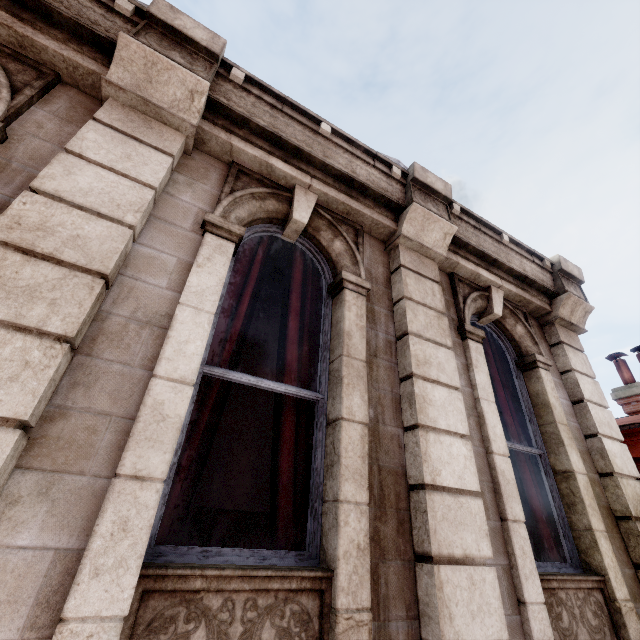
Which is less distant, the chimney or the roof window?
the roof window

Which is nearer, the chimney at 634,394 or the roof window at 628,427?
the roof window at 628,427

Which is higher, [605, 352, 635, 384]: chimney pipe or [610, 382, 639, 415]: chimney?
[605, 352, 635, 384]: chimney pipe

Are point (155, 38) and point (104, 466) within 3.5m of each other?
yes

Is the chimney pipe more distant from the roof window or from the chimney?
the roof window

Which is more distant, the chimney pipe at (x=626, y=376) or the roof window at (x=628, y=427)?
the chimney pipe at (x=626, y=376)

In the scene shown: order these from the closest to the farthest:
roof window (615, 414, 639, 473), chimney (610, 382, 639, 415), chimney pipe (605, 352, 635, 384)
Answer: roof window (615, 414, 639, 473), chimney (610, 382, 639, 415), chimney pipe (605, 352, 635, 384)
